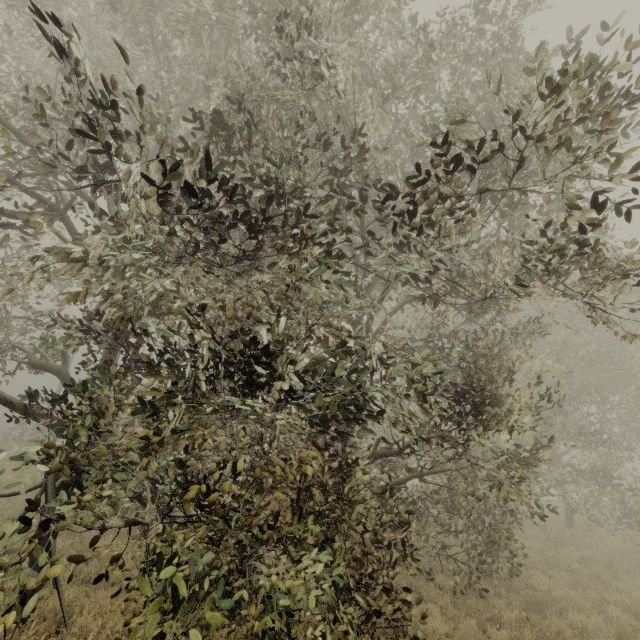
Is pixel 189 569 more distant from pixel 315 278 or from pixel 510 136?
pixel 510 136
